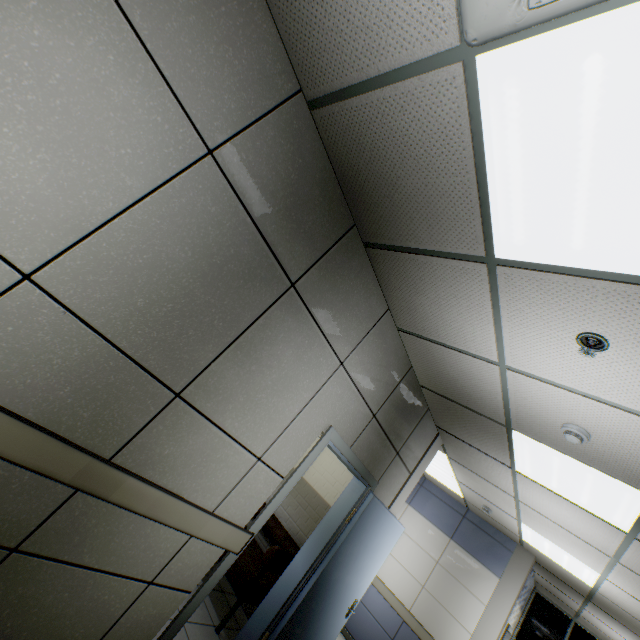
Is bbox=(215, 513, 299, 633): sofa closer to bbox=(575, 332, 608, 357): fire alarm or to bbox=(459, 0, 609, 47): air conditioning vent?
bbox=(575, 332, 608, 357): fire alarm

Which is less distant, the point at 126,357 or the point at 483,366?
the point at 126,357

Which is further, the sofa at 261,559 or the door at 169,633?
the sofa at 261,559

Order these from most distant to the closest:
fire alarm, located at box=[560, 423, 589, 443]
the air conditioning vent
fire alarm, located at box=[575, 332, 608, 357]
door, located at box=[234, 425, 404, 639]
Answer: door, located at box=[234, 425, 404, 639] → fire alarm, located at box=[560, 423, 589, 443] → fire alarm, located at box=[575, 332, 608, 357] → the air conditioning vent

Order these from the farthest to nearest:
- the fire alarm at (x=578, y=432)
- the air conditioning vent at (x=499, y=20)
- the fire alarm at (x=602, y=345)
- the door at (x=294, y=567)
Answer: the door at (x=294, y=567)
the fire alarm at (x=578, y=432)
the fire alarm at (x=602, y=345)
the air conditioning vent at (x=499, y=20)

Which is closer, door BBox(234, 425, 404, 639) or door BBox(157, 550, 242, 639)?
door BBox(157, 550, 242, 639)

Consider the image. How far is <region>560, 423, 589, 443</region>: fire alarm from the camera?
2.3 meters

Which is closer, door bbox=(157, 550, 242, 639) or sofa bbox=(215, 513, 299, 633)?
door bbox=(157, 550, 242, 639)
